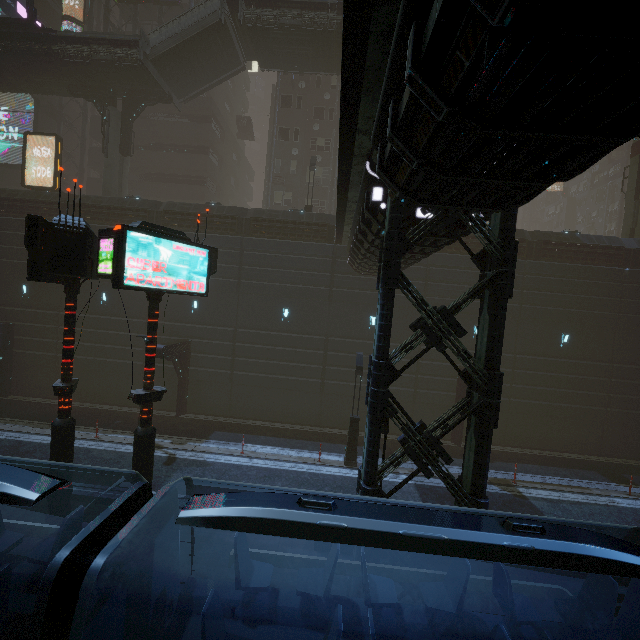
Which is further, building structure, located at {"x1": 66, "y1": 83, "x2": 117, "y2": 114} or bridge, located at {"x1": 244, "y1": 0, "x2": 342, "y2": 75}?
building structure, located at {"x1": 66, "y1": 83, "x2": 117, "y2": 114}

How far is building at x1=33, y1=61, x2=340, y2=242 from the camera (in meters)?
21.30

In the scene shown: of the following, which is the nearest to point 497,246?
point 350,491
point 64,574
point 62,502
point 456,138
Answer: point 456,138

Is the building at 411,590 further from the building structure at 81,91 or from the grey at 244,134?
the building structure at 81,91

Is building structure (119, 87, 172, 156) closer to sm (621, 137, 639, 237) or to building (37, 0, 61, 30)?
sm (621, 137, 639, 237)

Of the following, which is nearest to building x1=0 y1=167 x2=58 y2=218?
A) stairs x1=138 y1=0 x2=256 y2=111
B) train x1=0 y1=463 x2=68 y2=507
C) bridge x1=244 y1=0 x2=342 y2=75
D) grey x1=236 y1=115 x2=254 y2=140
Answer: train x1=0 y1=463 x2=68 y2=507

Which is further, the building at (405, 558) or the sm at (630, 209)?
the sm at (630, 209)

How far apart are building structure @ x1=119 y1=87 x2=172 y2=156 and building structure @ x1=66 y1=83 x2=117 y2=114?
0.68m
